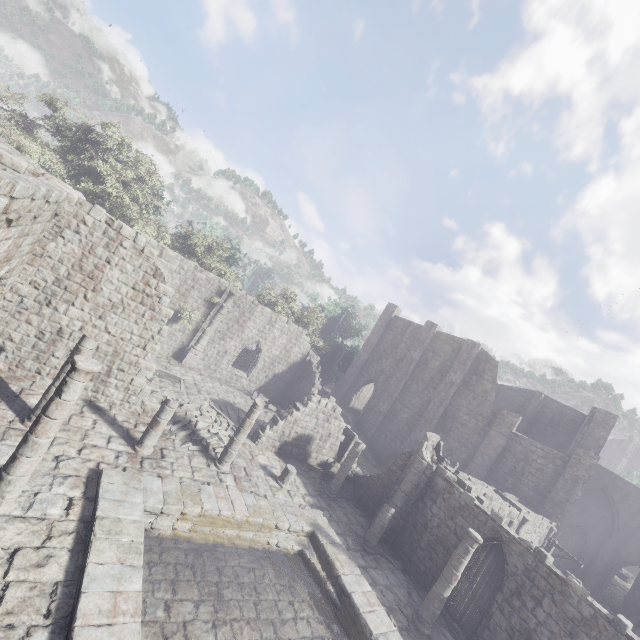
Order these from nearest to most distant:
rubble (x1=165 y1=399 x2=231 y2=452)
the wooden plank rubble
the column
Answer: the wooden plank rubble → rubble (x1=165 y1=399 x2=231 y2=452) → the column

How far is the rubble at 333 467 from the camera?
19.5m

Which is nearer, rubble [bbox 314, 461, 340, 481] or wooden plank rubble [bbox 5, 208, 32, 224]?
wooden plank rubble [bbox 5, 208, 32, 224]

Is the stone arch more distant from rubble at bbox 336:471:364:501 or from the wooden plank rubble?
the wooden plank rubble

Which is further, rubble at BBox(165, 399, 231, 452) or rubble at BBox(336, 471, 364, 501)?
rubble at BBox(336, 471, 364, 501)

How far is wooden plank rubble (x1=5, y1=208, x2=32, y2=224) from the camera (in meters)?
7.26

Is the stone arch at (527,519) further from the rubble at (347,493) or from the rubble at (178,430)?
the rubble at (178,430)

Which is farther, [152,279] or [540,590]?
[152,279]
